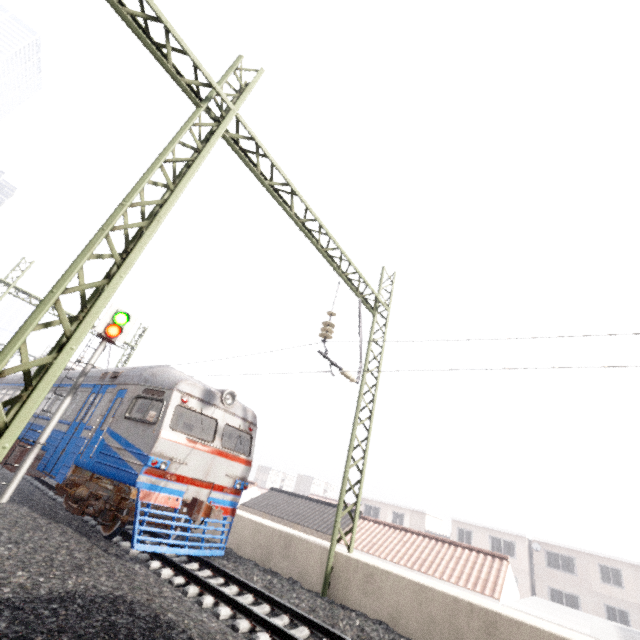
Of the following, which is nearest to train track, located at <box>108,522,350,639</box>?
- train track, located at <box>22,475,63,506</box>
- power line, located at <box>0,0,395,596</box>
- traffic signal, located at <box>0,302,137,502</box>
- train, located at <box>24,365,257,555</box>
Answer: train, located at <box>24,365,257,555</box>

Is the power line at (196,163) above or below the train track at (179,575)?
above

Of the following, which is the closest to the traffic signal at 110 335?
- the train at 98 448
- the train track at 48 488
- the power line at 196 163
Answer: the train at 98 448

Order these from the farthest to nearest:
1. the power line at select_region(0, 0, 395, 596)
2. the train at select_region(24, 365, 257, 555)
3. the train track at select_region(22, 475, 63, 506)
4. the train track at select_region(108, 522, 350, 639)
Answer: the train track at select_region(22, 475, 63, 506) → the train at select_region(24, 365, 257, 555) → the train track at select_region(108, 522, 350, 639) → the power line at select_region(0, 0, 395, 596)

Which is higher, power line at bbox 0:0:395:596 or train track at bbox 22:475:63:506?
power line at bbox 0:0:395:596

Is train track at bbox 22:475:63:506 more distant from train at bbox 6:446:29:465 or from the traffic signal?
the traffic signal

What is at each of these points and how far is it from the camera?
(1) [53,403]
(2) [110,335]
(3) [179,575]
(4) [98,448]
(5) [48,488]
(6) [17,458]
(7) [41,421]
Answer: (1) train, 12.6m
(2) traffic signal, 10.4m
(3) train track, 6.8m
(4) train, 8.6m
(5) train track, 12.3m
(6) train, 12.1m
(7) train, 12.3m

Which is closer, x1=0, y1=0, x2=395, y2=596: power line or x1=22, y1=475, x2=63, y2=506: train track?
x1=0, y1=0, x2=395, y2=596: power line
